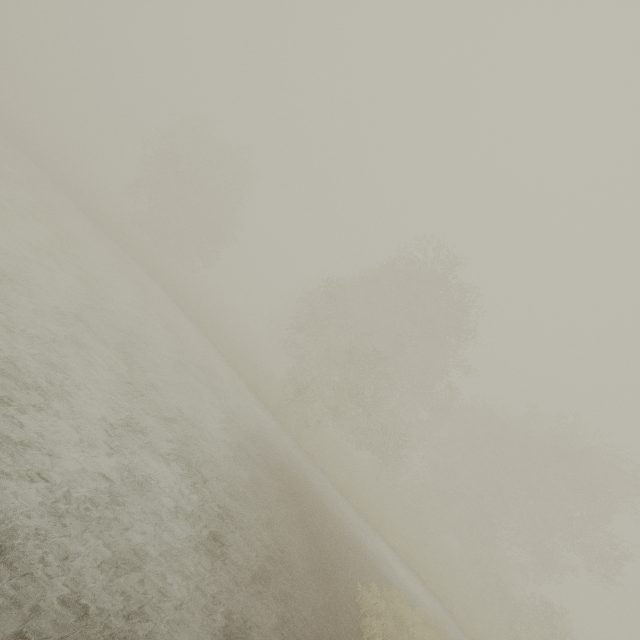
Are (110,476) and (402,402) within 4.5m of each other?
no
